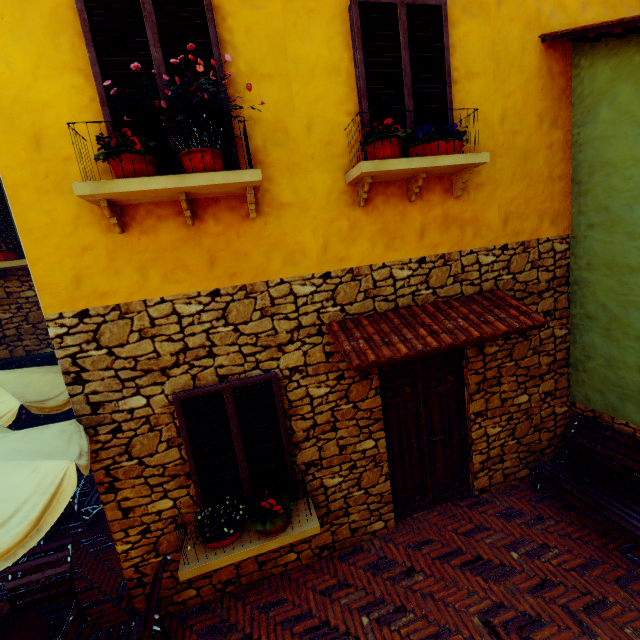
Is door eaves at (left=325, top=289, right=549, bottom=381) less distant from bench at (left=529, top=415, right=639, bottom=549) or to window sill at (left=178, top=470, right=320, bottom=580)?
window sill at (left=178, top=470, right=320, bottom=580)

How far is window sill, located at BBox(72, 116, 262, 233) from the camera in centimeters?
264cm

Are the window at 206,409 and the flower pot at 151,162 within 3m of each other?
yes

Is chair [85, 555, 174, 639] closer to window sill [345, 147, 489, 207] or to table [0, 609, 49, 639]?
table [0, 609, 49, 639]

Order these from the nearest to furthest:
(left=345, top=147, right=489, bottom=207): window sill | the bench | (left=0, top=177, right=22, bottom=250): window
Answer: (left=345, top=147, right=489, bottom=207): window sill
the bench
(left=0, top=177, right=22, bottom=250): window

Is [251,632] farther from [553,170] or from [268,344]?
[553,170]

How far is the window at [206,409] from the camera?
3.5 meters

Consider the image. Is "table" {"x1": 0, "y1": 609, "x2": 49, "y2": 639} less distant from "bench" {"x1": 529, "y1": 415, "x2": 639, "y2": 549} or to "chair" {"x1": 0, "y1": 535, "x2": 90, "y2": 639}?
"chair" {"x1": 0, "y1": 535, "x2": 90, "y2": 639}
